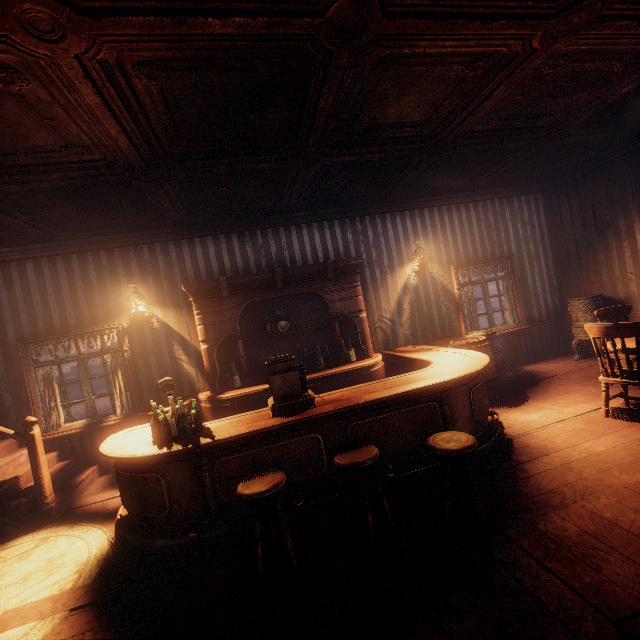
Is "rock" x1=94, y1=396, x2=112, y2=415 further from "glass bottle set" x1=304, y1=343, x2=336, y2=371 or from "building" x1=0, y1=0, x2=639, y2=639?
"glass bottle set" x1=304, y1=343, x2=336, y2=371

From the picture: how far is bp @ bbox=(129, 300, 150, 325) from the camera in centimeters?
534cm

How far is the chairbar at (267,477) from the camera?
2.5m

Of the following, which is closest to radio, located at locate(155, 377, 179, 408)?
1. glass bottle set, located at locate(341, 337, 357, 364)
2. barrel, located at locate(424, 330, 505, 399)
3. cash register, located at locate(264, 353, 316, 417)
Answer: cash register, located at locate(264, 353, 316, 417)

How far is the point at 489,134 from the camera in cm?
439

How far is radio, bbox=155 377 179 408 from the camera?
5.0 meters

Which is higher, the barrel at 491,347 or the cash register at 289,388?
the cash register at 289,388

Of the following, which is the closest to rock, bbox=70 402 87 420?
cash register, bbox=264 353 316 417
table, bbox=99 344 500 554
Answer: table, bbox=99 344 500 554
